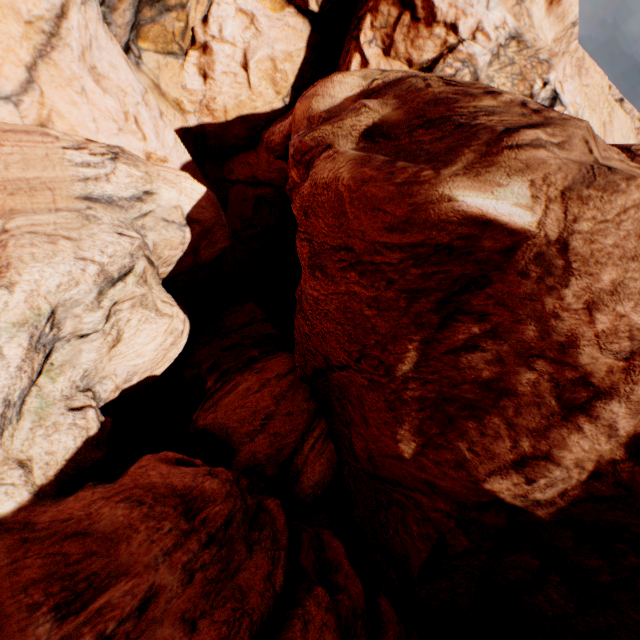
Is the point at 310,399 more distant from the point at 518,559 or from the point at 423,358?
the point at 518,559
